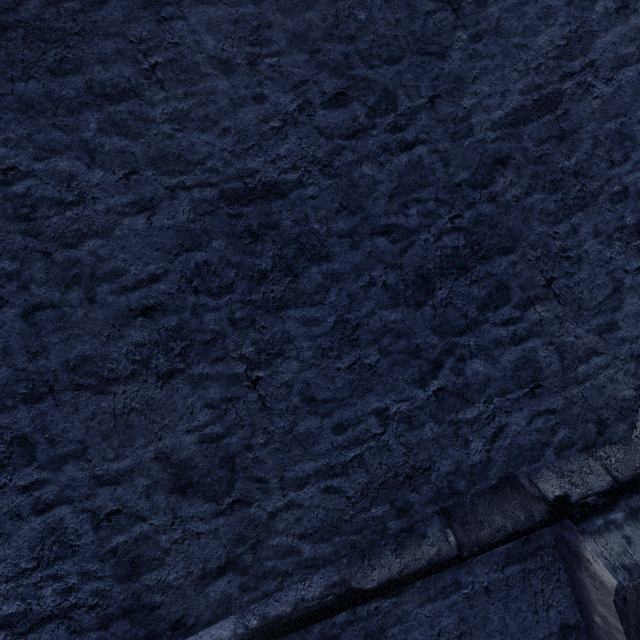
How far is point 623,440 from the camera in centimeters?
Answer: 196cm
